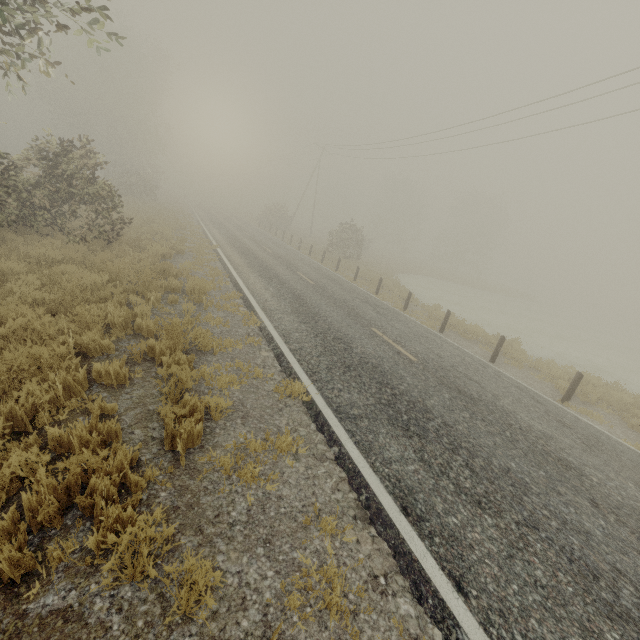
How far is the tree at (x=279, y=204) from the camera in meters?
41.2

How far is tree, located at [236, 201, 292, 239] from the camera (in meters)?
41.25

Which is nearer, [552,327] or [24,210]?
[24,210]
